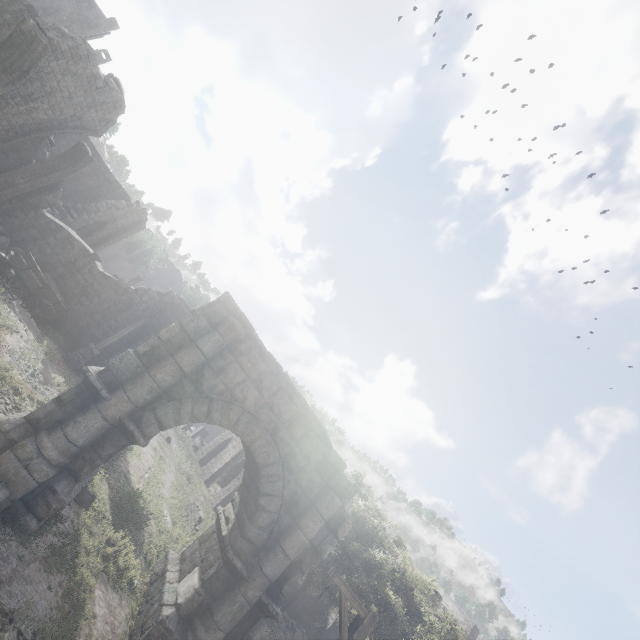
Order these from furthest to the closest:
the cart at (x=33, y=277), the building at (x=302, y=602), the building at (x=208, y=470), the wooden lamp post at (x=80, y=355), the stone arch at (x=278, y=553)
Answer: the building at (x=302, y=602) → the building at (x=208, y=470) → the wooden lamp post at (x=80, y=355) → the cart at (x=33, y=277) → the stone arch at (x=278, y=553)

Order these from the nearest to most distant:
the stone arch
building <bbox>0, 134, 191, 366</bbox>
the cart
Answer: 1. the stone arch
2. the cart
3. building <bbox>0, 134, 191, 366</bbox>

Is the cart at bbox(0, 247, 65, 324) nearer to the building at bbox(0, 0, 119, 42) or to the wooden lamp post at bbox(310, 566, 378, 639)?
the building at bbox(0, 0, 119, 42)

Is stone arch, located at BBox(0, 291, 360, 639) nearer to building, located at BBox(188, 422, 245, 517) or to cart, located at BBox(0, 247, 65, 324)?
building, located at BBox(188, 422, 245, 517)

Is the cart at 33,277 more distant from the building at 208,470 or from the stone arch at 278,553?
the stone arch at 278,553

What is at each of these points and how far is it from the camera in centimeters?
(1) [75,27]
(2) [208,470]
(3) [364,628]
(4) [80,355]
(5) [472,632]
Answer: (1) building, 4391cm
(2) building, 2941cm
(3) wooden lamp post, 706cm
(4) wooden lamp post, 1473cm
(5) building, 3297cm

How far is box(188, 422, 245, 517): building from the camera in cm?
2361

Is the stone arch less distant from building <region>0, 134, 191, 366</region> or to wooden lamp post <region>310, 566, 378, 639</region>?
building <region>0, 134, 191, 366</region>
